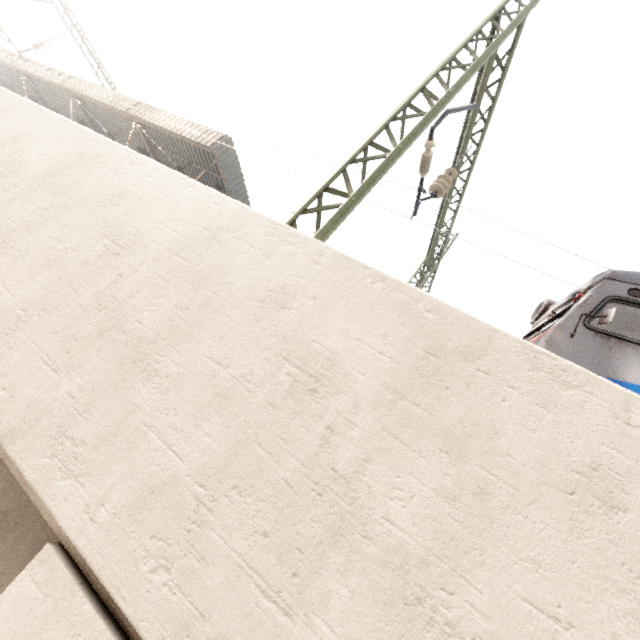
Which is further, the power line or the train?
the power line

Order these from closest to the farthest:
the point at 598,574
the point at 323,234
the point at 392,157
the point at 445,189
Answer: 1. the point at 598,574
2. the point at 323,234
3. the point at 392,157
4. the point at 445,189

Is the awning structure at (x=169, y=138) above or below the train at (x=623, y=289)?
above

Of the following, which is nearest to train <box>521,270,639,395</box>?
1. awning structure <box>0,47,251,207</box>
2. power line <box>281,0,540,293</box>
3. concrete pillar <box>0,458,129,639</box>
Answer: concrete pillar <box>0,458,129,639</box>

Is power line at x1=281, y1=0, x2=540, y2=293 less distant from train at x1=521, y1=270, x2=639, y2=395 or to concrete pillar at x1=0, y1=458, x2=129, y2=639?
concrete pillar at x1=0, y1=458, x2=129, y2=639

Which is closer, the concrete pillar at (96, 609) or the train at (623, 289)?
the concrete pillar at (96, 609)

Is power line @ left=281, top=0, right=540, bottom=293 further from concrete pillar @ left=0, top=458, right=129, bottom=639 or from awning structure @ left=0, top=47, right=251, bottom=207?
awning structure @ left=0, top=47, right=251, bottom=207
